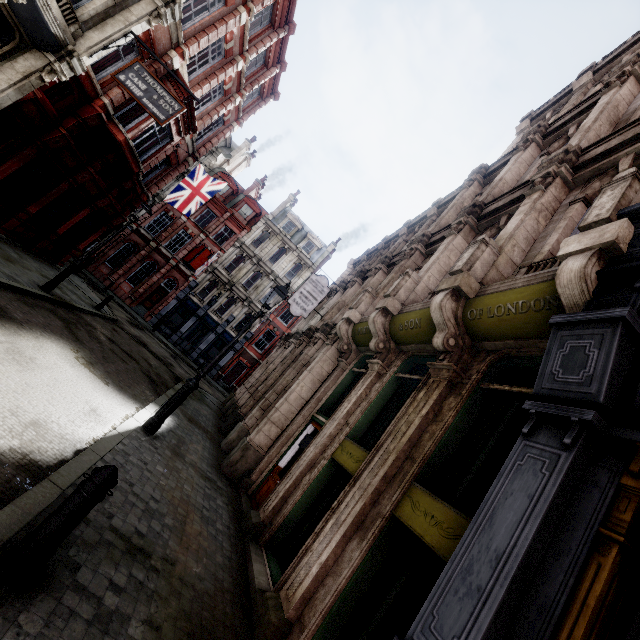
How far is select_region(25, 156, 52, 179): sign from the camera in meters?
12.2 m

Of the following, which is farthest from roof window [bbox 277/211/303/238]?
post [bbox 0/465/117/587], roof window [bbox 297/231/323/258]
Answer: post [bbox 0/465/117/587]

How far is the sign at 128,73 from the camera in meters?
10.3

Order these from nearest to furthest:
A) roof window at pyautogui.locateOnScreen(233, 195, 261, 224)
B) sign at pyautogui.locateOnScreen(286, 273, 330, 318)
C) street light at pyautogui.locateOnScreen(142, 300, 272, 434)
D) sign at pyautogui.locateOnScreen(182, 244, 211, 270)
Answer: street light at pyautogui.locateOnScreen(142, 300, 272, 434) → sign at pyautogui.locateOnScreen(286, 273, 330, 318) → sign at pyautogui.locateOnScreen(182, 244, 211, 270) → roof window at pyautogui.locateOnScreen(233, 195, 261, 224)

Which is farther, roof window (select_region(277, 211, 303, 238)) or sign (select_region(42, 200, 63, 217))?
roof window (select_region(277, 211, 303, 238))

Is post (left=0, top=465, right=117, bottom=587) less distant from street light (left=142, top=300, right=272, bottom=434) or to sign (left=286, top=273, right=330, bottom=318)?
street light (left=142, top=300, right=272, bottom=434)

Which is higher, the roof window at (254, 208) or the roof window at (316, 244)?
the roof window at (316, 244)

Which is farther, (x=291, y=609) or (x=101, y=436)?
(x=101, y=436)
